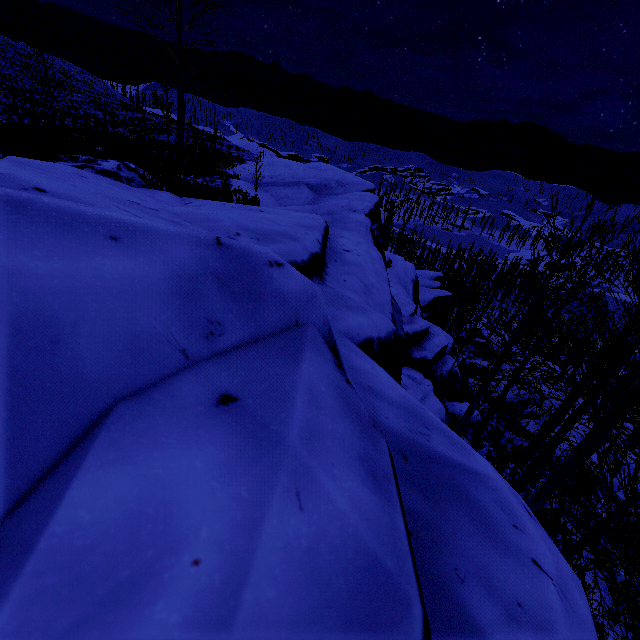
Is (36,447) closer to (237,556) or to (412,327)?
(237,556)

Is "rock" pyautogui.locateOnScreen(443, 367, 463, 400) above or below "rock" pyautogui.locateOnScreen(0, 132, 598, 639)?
below

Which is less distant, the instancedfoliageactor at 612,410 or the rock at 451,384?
the instancedfoliageactor at 612,410

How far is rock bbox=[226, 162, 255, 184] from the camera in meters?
14.9 m

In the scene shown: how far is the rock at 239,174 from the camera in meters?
14.9

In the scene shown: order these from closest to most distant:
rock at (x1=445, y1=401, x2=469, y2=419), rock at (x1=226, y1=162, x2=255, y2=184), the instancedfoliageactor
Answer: the instancedfoliageactor < rock at (x1=445, y1=401, x2=469, y2=419) < rock at (x1=226, y1=162, x2=255, y2=184)

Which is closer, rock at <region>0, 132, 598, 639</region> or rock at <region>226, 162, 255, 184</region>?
rock at <region>0, 132, 598, 639</region>
